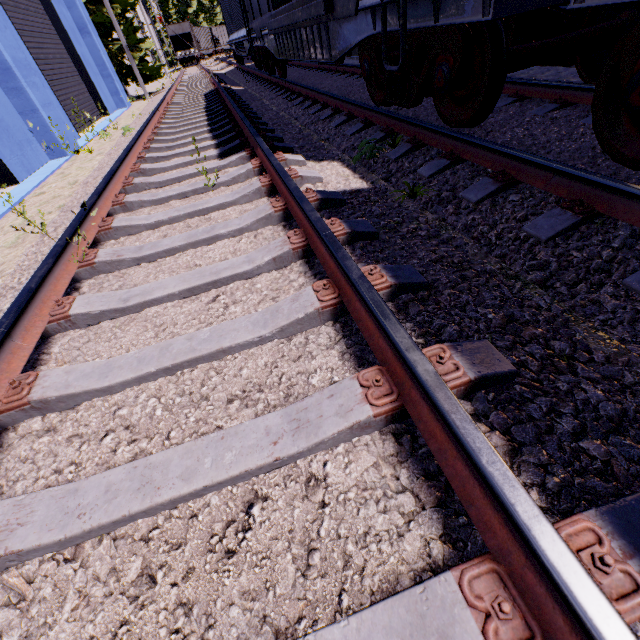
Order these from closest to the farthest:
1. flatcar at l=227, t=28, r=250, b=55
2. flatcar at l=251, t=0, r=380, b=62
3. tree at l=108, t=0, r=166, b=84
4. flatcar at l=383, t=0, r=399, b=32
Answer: flatcar at l=383, t=0, r=399, b=32 → flatcar at l=251, t=0, r=380, b=62 → flatcar at l=227, t=28, r=250, b=55 → tree at l=108, t=0, r=166, b=84

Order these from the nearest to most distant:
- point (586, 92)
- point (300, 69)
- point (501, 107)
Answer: point (586, 92), point (501, 107), point (300, 69)

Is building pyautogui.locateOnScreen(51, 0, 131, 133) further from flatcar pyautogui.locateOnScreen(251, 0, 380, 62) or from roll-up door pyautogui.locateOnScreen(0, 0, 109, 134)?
flatcar pyautogui.locateOnScreen(251, 0, 380, 62)

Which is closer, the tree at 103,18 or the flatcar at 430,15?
the flatcar at 430,15

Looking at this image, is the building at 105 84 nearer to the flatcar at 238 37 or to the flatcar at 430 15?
the flatcar at 238 37

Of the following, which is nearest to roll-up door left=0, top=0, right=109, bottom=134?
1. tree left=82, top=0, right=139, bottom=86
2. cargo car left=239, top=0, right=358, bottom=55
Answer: cargo car left=239, top=0, right=358, bottom=55

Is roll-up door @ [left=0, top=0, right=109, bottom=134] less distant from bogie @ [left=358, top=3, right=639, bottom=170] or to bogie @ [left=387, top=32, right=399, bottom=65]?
bogie @ [left=387, top=32, right=399, bottom=65]

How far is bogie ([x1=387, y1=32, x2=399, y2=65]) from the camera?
3.8 meters
